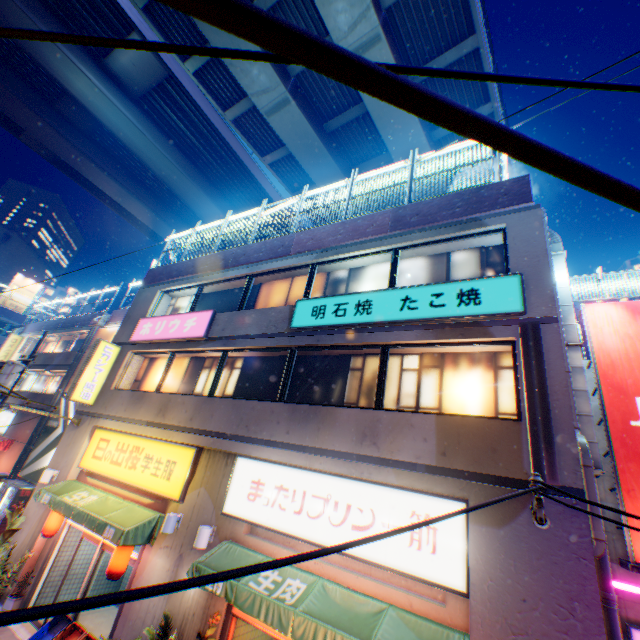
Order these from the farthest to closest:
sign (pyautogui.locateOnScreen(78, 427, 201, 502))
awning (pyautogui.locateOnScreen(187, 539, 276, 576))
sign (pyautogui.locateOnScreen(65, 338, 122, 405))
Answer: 1. sign (pyautogui.locateOnScreen(65, 338, 122, 405))
2. sign (pyautogui.locateOnScreen(78, 427, 201, 502))
3. awning (pyautogui.locateOnScreen(187, 539, 276, 576))

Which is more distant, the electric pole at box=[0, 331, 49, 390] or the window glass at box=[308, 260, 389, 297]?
the electric pole at box=[0, 331, 49, 390]

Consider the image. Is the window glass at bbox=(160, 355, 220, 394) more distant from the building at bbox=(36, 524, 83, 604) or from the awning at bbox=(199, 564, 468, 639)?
the awning at bbox=(199, 564, 468, 639)

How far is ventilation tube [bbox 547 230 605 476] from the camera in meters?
6.1

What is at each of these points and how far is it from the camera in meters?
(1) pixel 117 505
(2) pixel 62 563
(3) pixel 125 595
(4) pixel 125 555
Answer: (1) awning, 9.3
(2) building, 10.6
(3) power line, 1.3
(4) street lamp, 8.4

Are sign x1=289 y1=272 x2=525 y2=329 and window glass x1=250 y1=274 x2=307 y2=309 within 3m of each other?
yes

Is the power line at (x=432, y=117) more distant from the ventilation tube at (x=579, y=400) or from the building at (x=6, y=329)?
the building at (x=6, y=329)

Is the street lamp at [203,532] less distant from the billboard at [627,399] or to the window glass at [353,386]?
the window glass at [353,386]
